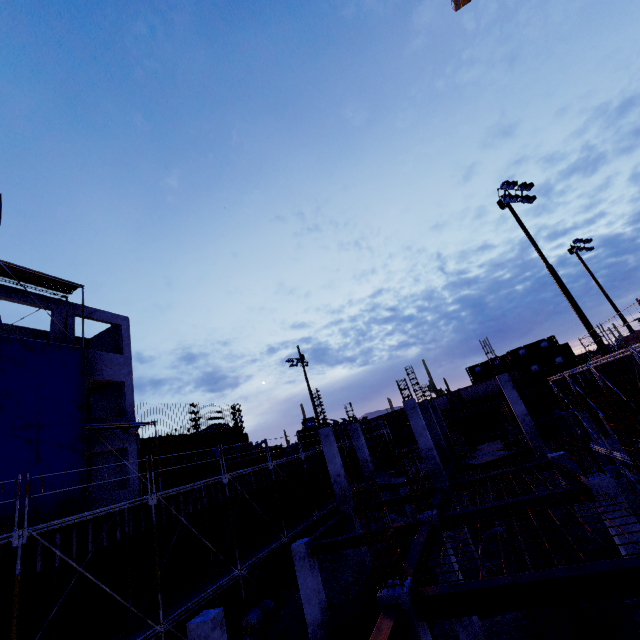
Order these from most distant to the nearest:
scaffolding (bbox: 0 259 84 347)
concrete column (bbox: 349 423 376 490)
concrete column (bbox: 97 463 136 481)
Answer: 1. concrete column (bbox: 349 423 376 490)
2. concrete column (bbox: 97 463 136 481)
3. scaffolding (bbox: 0 259 84 347)

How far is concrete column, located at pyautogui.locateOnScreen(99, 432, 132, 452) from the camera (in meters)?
17.80

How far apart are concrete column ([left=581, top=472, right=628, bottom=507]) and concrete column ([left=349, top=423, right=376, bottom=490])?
13.3m

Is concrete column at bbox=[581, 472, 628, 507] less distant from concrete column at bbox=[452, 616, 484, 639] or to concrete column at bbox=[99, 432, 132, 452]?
concrete column at bbox=[452, 616, 484, 639]

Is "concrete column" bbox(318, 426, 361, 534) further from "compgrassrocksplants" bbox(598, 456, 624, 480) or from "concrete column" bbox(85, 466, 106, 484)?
"compgrassrocksplants" bbox(598, 456, 624, 480)

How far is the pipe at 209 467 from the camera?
20.0m

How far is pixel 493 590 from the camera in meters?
5.7

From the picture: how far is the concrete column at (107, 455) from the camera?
16.9m
